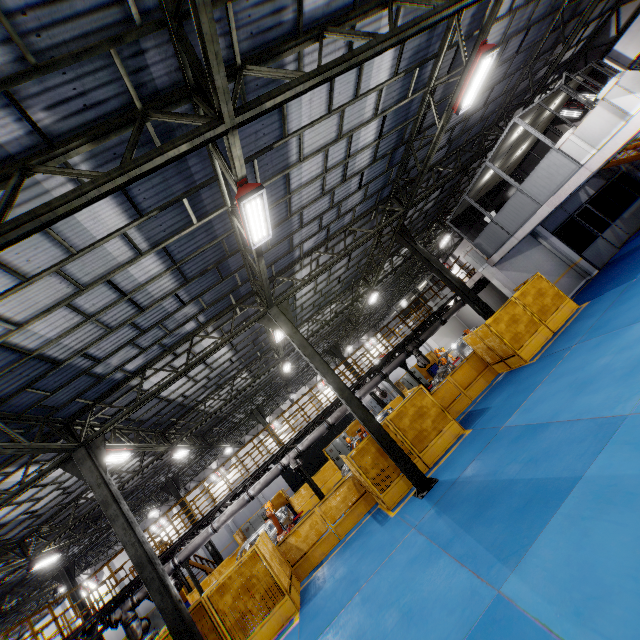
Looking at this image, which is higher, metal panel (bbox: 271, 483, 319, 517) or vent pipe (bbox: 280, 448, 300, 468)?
vent pipe (bbox: 280, 448, 300, 468)

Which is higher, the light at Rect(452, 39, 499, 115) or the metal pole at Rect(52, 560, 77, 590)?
the light at Rect(452, 39, 499, 115)

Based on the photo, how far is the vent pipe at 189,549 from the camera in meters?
14.2

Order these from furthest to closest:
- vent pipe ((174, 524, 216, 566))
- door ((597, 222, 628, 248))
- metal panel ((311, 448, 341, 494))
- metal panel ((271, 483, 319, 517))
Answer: metal panel ((311, 448, 341, 494)), metal panel ((271, 483, 319, 517)), door ((597, 222, 628, 248)), vent pipe ((174, 524, 216, 566))

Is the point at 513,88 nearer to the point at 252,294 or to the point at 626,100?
the point at 626,100

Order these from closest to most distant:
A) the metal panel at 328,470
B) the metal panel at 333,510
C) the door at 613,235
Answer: the metal panel at 333,510
the door at 613,235
the metal panel at 328,470

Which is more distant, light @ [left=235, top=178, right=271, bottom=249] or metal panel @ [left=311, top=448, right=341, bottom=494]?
metal panel @ [left=311, top=448, right=341, bottom=494]

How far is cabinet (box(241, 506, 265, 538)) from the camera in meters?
22.5
